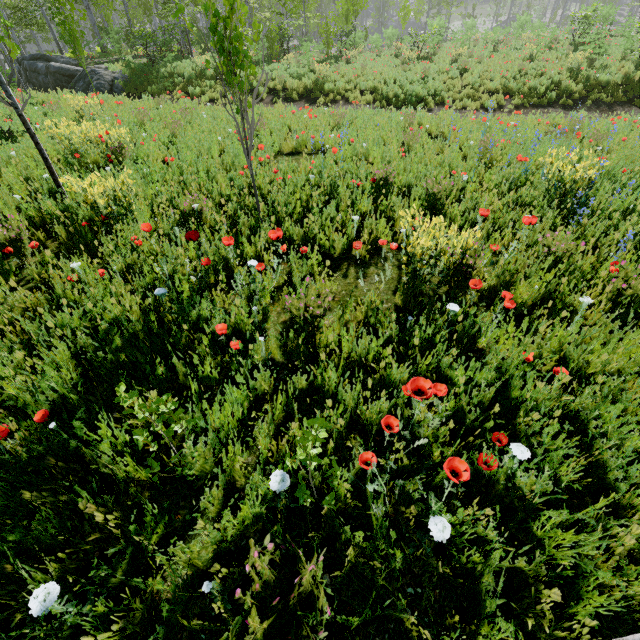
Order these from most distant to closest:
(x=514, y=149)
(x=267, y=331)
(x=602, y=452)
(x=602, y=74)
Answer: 1. (x=602, y=74)
2. (x=514, y=149)
3. (x=267, y=331)
4. (x=602, y=452)

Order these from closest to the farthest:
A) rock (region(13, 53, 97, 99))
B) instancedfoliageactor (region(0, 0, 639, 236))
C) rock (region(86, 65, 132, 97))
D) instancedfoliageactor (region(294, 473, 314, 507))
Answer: instancedfoliageactor (region(294, 473, 314, 507)) < instancedfoliageactor (region(0, 0, 639, 236)) < rock (region(86, 65, 132, 97)) < rock (region(13, 53, 97, 99))

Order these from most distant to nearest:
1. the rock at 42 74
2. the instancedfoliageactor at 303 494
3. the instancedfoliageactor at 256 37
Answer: the rock at 42 74
the instancedfoliageactor at 256 37
the instancedfoliageactor at 303 494

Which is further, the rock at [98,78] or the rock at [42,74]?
the rock at [42,74]

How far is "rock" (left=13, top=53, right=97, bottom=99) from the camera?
16.02m

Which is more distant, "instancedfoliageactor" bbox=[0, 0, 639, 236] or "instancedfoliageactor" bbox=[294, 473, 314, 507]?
"instancedfoliageactor" bbox=[0, 0, 639, 236]

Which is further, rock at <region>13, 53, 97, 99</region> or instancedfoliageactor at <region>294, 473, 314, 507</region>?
rock at <region>13, 53, 97, 99</region>

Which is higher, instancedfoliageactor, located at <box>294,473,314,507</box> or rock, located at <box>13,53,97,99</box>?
rock, located at <box>13,53,97,99</box>
